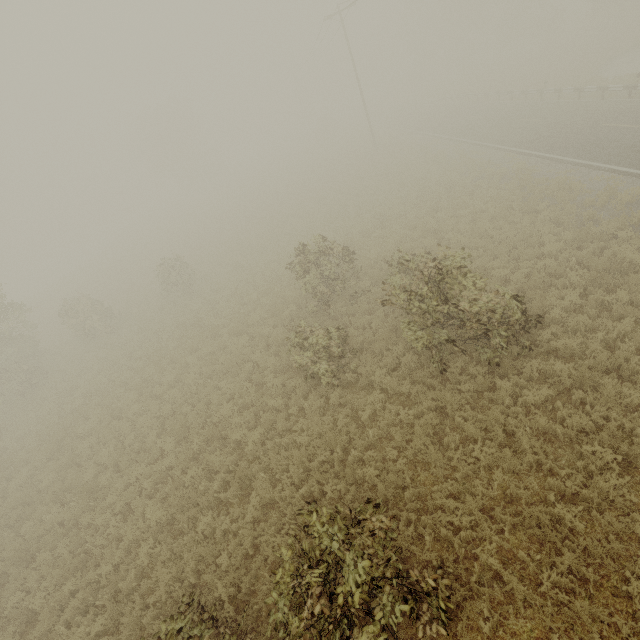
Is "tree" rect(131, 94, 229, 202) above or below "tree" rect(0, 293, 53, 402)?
above

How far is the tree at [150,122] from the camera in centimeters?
5031cm

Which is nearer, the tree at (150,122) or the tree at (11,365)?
the tree at (11,365)

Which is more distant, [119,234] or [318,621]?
[119,234]

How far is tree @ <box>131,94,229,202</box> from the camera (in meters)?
50.31

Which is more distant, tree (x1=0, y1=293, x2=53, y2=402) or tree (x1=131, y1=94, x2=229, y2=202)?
tree (x1=131, y1=94, x2=229, y2=202)
